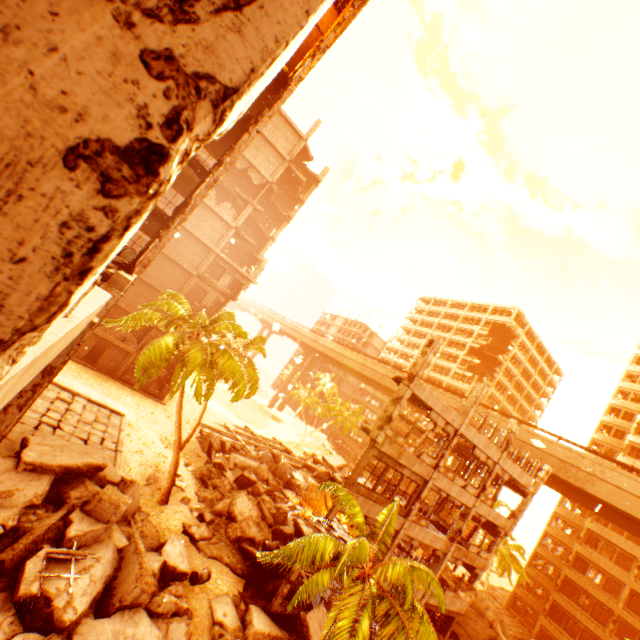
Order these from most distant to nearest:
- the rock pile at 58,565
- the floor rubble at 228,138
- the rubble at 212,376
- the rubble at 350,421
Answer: the rubble at 350,421 < the rubble at 212,376 < the floor rubble at 228,138 < the rock pile at 58,565

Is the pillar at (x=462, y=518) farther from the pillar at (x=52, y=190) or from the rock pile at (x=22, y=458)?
the pillar at (x=52, y=190)

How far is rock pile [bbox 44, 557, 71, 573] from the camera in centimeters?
902cm

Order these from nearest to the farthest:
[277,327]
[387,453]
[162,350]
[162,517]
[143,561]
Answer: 1. [143,561]
2. [277,327]
3. [387,453]
4. [162,517]
5. [162,350]

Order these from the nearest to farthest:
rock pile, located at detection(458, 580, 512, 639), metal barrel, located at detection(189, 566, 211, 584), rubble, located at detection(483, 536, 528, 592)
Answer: metal barrel, located at detection(189, 566, 211, 584) → rock pile, located at detection(458, 580, 512, 639) → rubble, located at detection(483, 536, 528, 592)

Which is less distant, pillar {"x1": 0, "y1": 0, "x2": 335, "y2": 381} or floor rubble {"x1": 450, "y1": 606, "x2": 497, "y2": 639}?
pillar {"x1": 0, "y1": 0, "x2": 335, "y2": 381}

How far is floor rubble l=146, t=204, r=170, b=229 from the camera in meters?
13.8 m

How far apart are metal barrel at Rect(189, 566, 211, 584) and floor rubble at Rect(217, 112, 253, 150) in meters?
20.2 m
